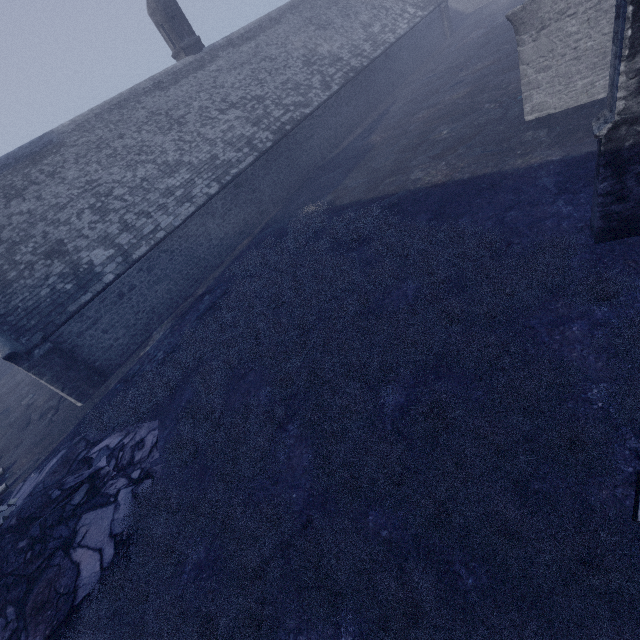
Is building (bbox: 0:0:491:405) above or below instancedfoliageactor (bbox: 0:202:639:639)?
above

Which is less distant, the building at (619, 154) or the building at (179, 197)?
the building at (619, 154)

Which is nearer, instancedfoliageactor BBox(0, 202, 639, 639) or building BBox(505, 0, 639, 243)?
instancedfoliageactor BBox(0, 202, 639, 639)

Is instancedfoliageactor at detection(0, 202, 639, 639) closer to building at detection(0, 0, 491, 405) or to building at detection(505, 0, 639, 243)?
building at detection(505, 0, 639, 243)

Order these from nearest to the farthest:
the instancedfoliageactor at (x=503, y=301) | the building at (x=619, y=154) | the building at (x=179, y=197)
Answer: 1. the instancedfoliageactor at (x=503, y=301)
2. the building at (x=619, y=154)
3. the building at (x=179, y=197)

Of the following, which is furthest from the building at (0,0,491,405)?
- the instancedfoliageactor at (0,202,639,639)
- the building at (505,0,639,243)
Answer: the building at (505,0,639,243)

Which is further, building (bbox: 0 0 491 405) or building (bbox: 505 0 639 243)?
building (bbox: 0 0 491 405)

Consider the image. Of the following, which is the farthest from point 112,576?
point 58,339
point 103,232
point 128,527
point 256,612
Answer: point 103,232
